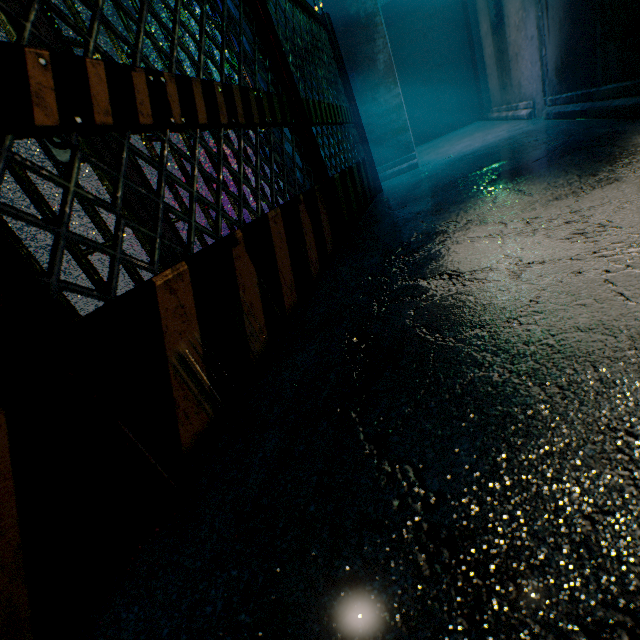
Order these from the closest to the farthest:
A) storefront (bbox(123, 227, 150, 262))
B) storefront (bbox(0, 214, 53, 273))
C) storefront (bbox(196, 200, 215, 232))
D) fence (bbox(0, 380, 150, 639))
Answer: fence (bbox(0, 380, 150, 639)) < storefront (bbox(0, 214, 53, 273)) < storefront (bbox(123, 227, 150, 262)) < storefront (bbox(196, 200, 215, 232))

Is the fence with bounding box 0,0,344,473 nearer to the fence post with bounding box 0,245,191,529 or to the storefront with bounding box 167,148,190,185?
the fence post with bounding box 0,245,191,529

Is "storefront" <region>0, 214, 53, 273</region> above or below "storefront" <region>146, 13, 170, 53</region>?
below

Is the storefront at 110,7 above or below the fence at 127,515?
→ above

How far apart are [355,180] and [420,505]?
3.04m

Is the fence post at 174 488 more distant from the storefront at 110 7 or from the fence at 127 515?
the storefront at 110 7

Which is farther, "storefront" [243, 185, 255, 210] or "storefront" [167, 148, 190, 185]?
"storefront" [243, 185, 255, 210]
